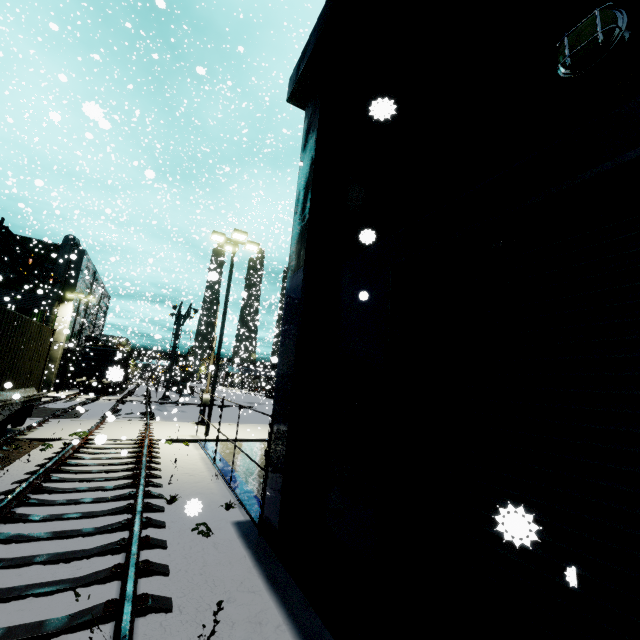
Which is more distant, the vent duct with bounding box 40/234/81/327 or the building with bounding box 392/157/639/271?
the vent duct with bounding box 40/234/81/327

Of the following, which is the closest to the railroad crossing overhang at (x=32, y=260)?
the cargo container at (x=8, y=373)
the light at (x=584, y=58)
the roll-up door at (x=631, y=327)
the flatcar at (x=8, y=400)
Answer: the cargo container at (x=8, y=373)

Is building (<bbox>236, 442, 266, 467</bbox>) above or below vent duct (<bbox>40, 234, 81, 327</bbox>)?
below

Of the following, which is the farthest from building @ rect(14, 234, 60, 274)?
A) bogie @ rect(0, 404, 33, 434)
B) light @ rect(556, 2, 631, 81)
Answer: bogie @ rect(0, 404, 33, 434)

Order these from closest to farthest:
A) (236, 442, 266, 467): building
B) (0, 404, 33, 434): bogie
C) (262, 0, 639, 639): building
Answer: (262, 0, 639, 639): building, (0, 404, 33, 434): bogie, (236, 442, 266, 467): building

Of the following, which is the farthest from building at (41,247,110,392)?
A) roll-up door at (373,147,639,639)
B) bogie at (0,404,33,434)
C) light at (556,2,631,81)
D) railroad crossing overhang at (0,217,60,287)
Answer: bogie at (0,404,33,434)

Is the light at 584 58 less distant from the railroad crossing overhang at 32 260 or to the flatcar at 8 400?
the flatcar at 8 400

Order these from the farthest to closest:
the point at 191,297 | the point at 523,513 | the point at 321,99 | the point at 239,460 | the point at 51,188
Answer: the point at 191,297
the point at 51,188
the point at 239,460
the point at 321,99
the point at 523,513
